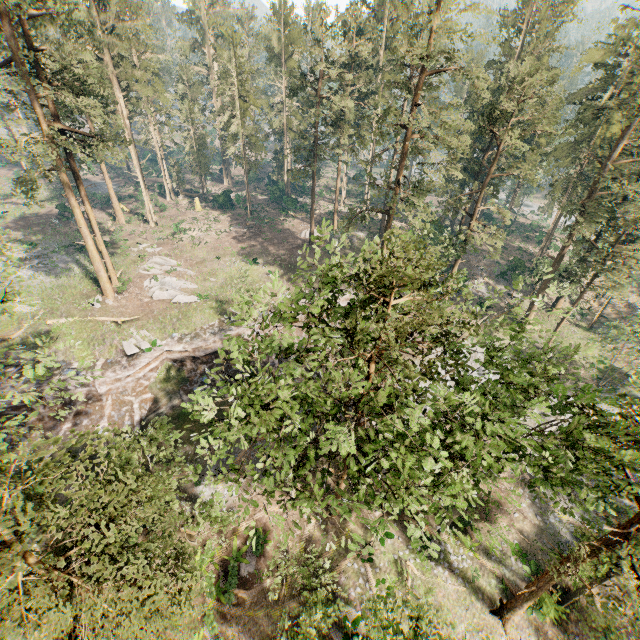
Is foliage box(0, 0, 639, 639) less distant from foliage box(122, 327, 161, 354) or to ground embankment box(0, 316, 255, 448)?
ground embankment box(0, 316, 255, 448)

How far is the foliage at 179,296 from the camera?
33.25m

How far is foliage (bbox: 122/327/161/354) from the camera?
27.11m

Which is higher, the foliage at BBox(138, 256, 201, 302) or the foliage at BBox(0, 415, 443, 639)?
the foliage at BBox(0, 415, 443, 639)

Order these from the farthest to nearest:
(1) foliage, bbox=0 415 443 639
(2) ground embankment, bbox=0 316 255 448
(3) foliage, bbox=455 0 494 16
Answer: (2) ground embankment, bbox=0 316 255 448, (3) foliage, bbox=455 0 494 16, (1) foliage, bbox=0 415 443 639

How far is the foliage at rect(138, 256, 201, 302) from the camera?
33.2m

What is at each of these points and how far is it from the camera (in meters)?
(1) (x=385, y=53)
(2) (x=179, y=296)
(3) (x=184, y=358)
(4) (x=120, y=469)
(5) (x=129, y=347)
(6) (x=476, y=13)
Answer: (1) foliage, 44.97
(2) foliage, 33.06
(3) ground embankment, 28.88
(4) foliage, 11.47
(5) foliage, 27.28
(6) foliage, 20.55

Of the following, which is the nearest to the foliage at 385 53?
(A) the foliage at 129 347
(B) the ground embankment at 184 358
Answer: (B) the ground embankment at 184 358
